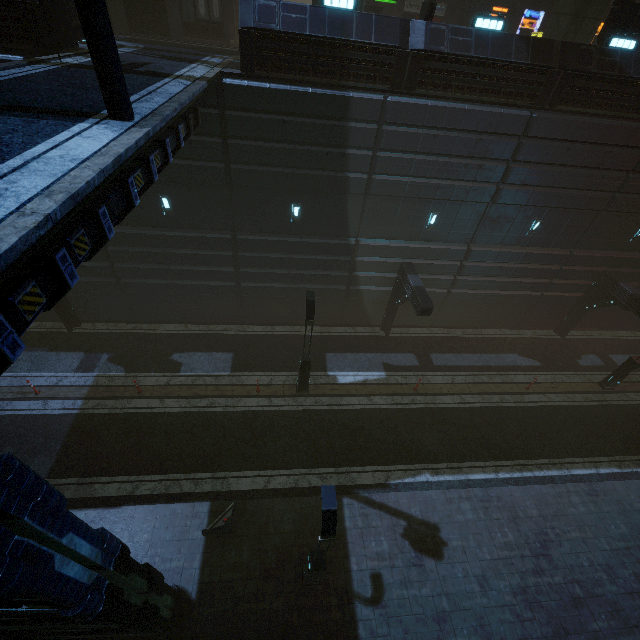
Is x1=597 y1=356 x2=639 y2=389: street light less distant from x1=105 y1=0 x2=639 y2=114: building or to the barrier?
x1=105 y1=0 x2=639 y2=114: building

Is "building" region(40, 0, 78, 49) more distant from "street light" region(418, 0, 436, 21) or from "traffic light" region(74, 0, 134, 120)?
"street light" region(418, 0, 436, 21)

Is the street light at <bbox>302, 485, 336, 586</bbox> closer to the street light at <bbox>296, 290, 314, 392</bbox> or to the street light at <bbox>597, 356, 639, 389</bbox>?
the street light at <bbox>296, 290, 314, 392</bbox>

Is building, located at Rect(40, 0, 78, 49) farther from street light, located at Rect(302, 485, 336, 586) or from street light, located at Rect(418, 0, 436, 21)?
street light, located at Rect(302, 485, 336, 586)

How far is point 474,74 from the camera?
12.2 meters

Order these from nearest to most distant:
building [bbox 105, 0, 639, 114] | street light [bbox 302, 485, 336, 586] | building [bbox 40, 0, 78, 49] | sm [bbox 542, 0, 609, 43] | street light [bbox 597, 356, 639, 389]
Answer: street light [bbox 302, 485, 336, 586]
building [bbox 40, 0, 78, 49]
building [bbox 105, 0, 639, 114]
sm [bbox 542, 0, 609, 43]
street light [bbox 597, 356, 639, 389]

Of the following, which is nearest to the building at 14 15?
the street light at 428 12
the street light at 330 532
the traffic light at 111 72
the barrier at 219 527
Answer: the traffic light at 111 72

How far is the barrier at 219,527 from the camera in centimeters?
1089cm
